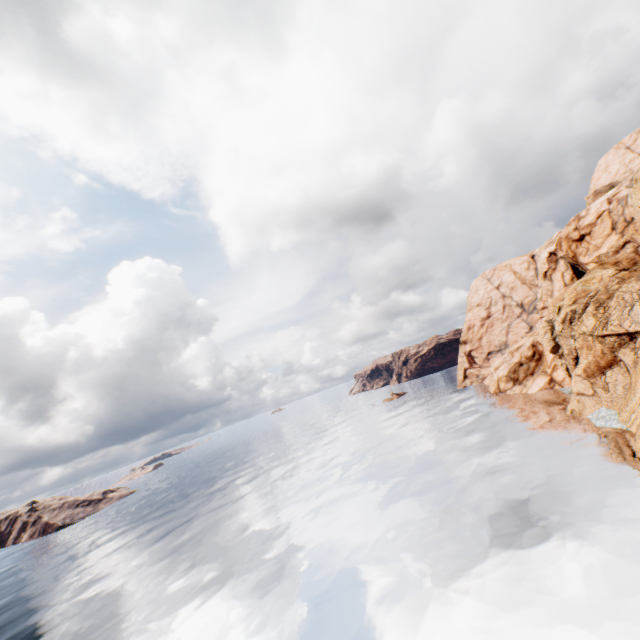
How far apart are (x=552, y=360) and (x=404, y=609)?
50.2 meters
